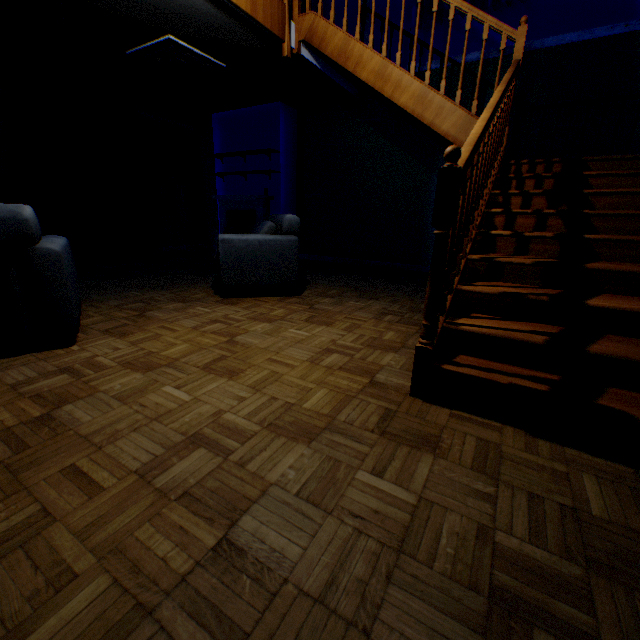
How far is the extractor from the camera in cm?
444

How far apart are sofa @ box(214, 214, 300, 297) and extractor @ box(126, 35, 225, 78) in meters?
2.3

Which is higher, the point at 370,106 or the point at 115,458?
the point at 370,106

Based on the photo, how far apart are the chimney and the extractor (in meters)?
1.67

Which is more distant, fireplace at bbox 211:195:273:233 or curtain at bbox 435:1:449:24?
fireplace at bbox 211:195:273:233

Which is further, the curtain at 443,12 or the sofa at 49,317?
the curtain at 443,12

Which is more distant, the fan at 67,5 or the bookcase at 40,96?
the bookcase at 40,96

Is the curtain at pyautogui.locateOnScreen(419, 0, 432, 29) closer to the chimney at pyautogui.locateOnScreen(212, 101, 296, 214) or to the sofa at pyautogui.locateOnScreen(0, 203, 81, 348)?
the chimney at pyautogui.locateOnScreen(212, 101, 296, 214)
